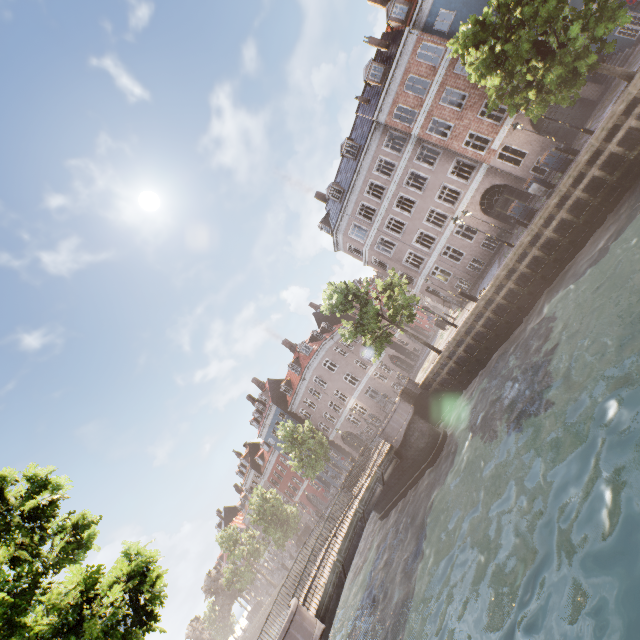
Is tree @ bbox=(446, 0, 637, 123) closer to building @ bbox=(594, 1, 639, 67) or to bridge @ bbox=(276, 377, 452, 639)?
bridge @ bbox=(276, 377, 452, 639)

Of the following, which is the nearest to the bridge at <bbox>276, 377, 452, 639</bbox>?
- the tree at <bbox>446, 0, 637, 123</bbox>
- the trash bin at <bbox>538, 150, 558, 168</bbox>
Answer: the tree at <bbox>446, 0, 637, 123</bbox>

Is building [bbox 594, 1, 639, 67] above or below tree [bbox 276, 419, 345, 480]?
below

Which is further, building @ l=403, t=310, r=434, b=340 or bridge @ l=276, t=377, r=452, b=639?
building @ l=403, t=310, r=434, b=340

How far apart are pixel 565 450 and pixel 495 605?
3.9 meters

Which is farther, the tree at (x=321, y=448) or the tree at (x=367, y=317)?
the tree at (x=321, y=448)

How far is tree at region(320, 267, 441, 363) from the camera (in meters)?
21.38

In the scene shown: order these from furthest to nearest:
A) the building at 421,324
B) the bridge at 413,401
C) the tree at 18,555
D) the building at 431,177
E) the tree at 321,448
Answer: the building at 421,324
the tree at 321,448
the building at 431,177
the bridge at 413,401
the tree at 18,555
